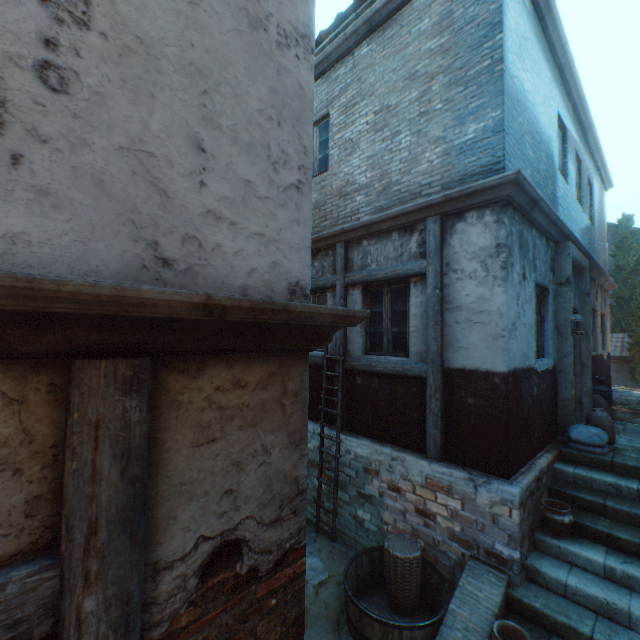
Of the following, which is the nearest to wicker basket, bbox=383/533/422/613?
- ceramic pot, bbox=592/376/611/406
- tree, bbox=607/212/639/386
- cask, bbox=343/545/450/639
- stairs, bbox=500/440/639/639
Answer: cask, bbox=343/545/450/639

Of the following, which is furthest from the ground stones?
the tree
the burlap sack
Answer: the tree

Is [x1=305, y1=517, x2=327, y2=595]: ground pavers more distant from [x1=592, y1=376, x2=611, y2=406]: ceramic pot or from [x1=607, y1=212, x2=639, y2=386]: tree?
[x1=607, y1=212, x2=639, y2=386]: tree

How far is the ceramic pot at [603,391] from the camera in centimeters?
768cm

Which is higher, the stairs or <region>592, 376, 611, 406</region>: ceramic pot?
→ <region>592, 376, 611, 406</region>: ceramic pot

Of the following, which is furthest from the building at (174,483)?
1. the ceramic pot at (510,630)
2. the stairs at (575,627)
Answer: the ceramic pot at (510,630)

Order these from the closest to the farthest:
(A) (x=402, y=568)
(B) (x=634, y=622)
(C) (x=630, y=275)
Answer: (B) (x=634, y=622)
(A) (x=402, y=568)
(C) (x=630, y=275)

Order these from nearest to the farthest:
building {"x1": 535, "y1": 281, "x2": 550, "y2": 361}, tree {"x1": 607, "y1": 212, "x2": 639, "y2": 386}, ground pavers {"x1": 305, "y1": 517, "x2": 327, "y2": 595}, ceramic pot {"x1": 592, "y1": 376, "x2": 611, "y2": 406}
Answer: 1. ground pavers {"x1": 305, "y1": 517, "x2": 327, "y2": 595}
2. building {"x1": 535, "y1": 281, "x2": 550, "y2": 361}
3. ceramic pot {"x1": 592, "y1": 376, "x2": 611, "y2": 406}
4. tree {"x1": 607, "y1": 212, "x2": 639, "y2": 386}
